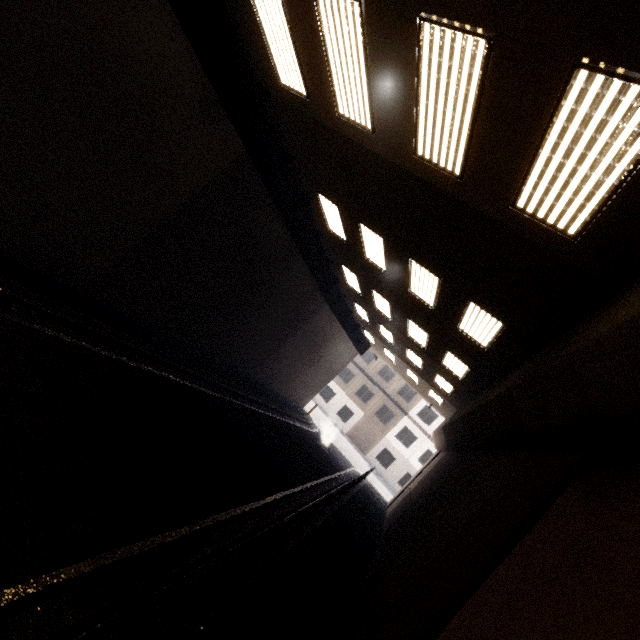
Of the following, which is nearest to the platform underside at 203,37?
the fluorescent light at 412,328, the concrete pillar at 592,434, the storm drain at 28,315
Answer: the fluorescent light at 412,328

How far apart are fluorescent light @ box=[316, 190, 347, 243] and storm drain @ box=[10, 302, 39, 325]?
7.78m

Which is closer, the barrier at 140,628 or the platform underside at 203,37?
the barrier at 140,628

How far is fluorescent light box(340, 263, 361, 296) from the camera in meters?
13.9 m

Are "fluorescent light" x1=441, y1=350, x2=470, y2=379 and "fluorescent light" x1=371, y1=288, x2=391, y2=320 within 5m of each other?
yes

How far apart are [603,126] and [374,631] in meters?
7.7 m

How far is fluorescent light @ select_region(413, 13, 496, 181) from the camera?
3.6m

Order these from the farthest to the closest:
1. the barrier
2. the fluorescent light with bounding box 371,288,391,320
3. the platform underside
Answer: the fluorescent light with bounding box 371,288,391,320
the platform underside
the barrier
